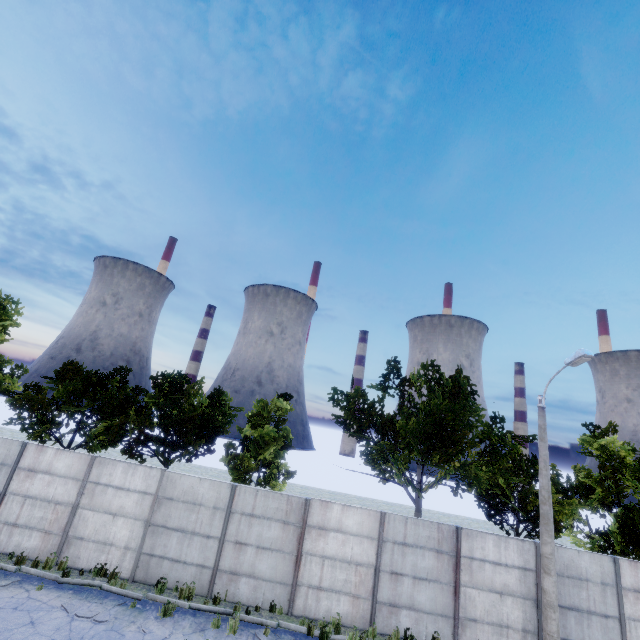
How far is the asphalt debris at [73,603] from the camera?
9.30m

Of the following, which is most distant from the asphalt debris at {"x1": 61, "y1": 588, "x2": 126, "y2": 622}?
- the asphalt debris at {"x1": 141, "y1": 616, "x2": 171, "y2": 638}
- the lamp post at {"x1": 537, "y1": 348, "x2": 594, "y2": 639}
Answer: the lamp post at {"x1": 537, "y1": 348, "x2": 594, "y2": 639}

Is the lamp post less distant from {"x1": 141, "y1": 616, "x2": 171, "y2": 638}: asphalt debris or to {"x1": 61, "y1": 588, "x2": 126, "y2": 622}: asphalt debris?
{"x1": 141, "y1": 616, "x2": 171, "y2": 638}: asphalt debris

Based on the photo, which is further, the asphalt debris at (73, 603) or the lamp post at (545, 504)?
the lamp post at (545, 504)

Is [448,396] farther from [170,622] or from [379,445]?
[170,622]

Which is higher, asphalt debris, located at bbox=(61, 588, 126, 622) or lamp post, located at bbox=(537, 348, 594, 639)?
lamp post, located at bbox=(537, 348, 594, 639)
